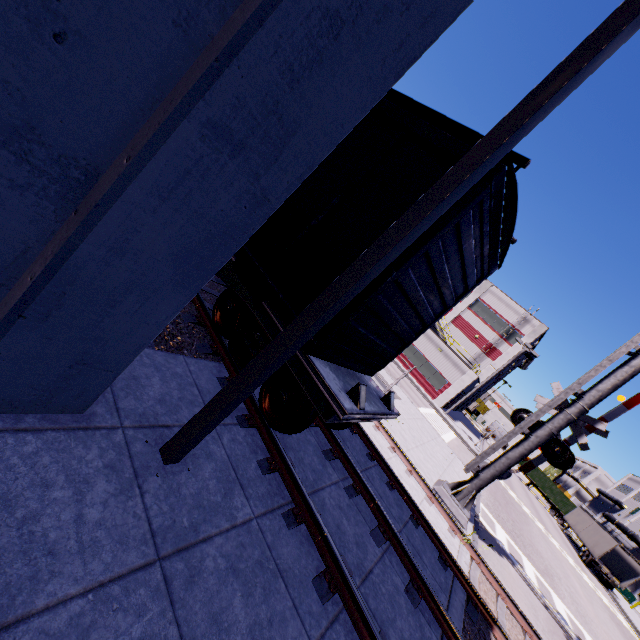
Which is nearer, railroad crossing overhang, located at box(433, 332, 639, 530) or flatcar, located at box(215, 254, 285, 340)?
flatcar, located at box(215, 254, 285, 340)

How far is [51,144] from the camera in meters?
1.7 m

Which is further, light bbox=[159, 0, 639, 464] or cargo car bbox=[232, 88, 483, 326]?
cargo car bbox=[232, 88, 483, 326]

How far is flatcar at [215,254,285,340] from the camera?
4.9m

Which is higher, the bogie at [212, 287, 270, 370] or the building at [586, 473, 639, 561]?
the building at [586, 473, 639, 561]

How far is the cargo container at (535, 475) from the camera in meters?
47.9 m

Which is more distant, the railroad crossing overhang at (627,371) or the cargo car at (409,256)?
the railroad crossing overhang at (627,371)

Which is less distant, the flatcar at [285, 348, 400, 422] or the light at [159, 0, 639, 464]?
the light at [159, 0, 639, 464]
